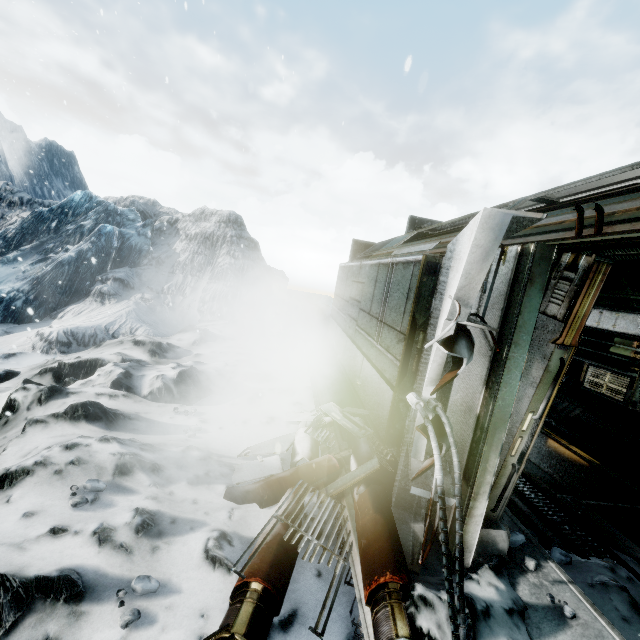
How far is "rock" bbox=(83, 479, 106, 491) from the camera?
2.8 meters

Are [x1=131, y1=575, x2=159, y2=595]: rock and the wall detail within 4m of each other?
yes

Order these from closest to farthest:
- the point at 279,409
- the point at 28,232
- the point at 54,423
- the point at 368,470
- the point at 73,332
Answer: the point at 368,470, the point at 54,423, the point at 279,409, the point at 73,332, the point at 28,232

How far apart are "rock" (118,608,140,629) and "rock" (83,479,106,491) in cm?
Result: 110

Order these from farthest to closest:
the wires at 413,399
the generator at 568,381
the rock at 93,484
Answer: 1. the generator at 568,381
2. the rock at 93,484
3. the wires at 413,399

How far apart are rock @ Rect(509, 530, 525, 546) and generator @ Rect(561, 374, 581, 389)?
9.0m

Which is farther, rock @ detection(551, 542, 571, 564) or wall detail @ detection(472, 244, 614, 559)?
rock @ detection(551, 542, 571, 564)

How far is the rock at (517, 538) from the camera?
3.0 meters
